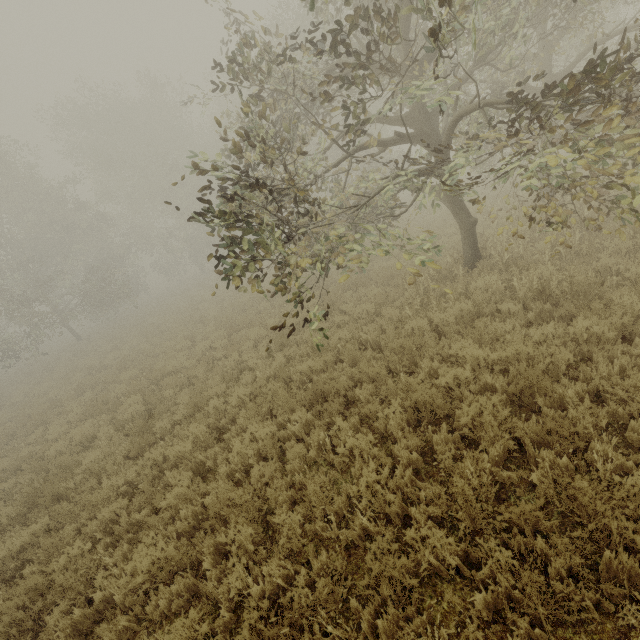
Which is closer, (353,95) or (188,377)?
(188,377)
